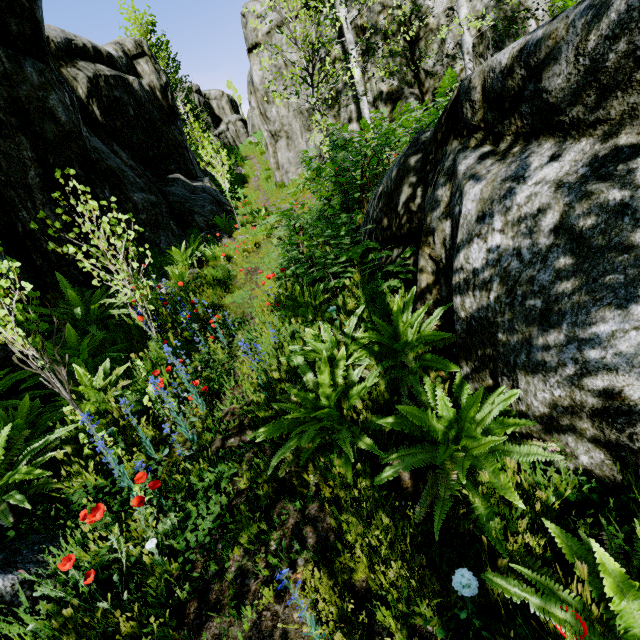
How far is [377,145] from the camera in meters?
8.0 m

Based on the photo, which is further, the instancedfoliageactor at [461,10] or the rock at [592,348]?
the instancedfoliageactor at [461,10]

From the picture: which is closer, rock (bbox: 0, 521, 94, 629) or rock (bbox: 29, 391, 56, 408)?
rock (bbox: 0, 521, 94, 629)

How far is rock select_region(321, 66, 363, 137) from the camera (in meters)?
13.34

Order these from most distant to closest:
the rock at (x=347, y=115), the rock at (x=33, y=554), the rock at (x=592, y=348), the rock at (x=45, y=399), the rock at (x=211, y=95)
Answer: the rock at (x=211, y=95) < the rock at (x=347, y=115) < the rock at (x=45, y=399) < the rock at (x=33, y=554) < the rock at (x=592, y=348)

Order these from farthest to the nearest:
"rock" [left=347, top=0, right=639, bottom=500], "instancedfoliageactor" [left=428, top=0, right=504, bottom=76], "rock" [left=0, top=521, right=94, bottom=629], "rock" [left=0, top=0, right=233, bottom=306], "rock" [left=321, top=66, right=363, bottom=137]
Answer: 1. "rock" [left=321, top=66, right=363, bottom=137]
2. "instancedfoliageactor" [left=428, top=0, right=504, bottom=76]
3. "rock" [left=0, top=0, right=233, bottom=306]
4. "rock" [left=0, top=521, right=94, bottom=629]
5. "rock" [left=347, top=0, right=639, bottom=500]
